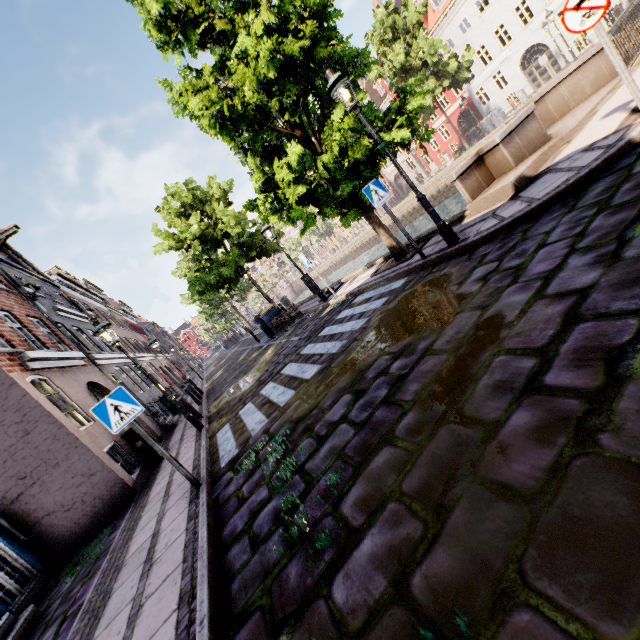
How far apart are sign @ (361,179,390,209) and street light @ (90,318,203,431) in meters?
6.9 m

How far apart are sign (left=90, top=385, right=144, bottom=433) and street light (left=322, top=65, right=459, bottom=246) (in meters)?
5.83

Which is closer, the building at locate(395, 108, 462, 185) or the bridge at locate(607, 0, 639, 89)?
the bridge at locate(607, 0, 639, 89)

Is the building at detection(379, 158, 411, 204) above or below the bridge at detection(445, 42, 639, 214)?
above

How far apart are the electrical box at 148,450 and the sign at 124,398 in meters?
5.9 m

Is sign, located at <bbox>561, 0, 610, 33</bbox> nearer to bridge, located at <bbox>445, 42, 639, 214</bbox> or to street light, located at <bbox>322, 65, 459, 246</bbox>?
bridge, located at <bbox>445, 42, 639, 214</bbox>

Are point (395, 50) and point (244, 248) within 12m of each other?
no

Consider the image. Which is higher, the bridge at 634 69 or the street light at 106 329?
the street light at 106 329
